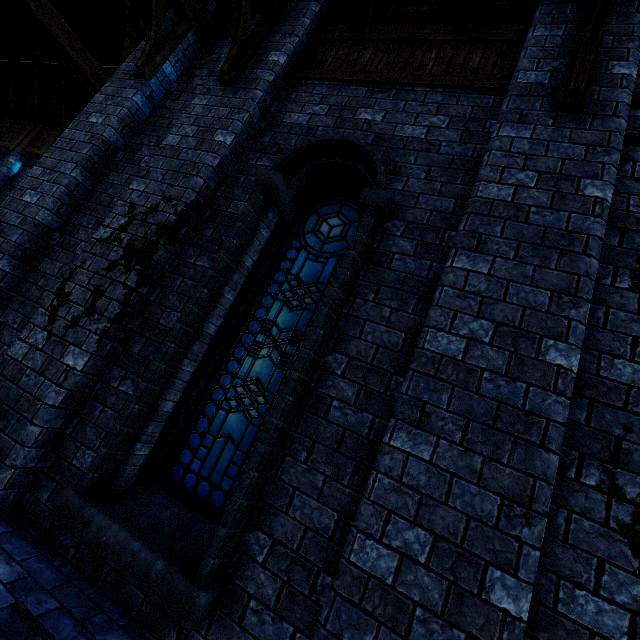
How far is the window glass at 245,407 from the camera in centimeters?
312cm

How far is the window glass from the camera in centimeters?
312cm

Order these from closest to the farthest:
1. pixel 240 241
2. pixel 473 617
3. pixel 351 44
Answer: pixel 473 617 → pixel 240 241 → pixel 351 44

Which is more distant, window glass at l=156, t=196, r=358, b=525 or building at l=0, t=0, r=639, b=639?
window glass at l=156, t=196, r=358, b=525

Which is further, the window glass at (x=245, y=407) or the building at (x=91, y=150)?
the window glass at (x=245, y=407)
